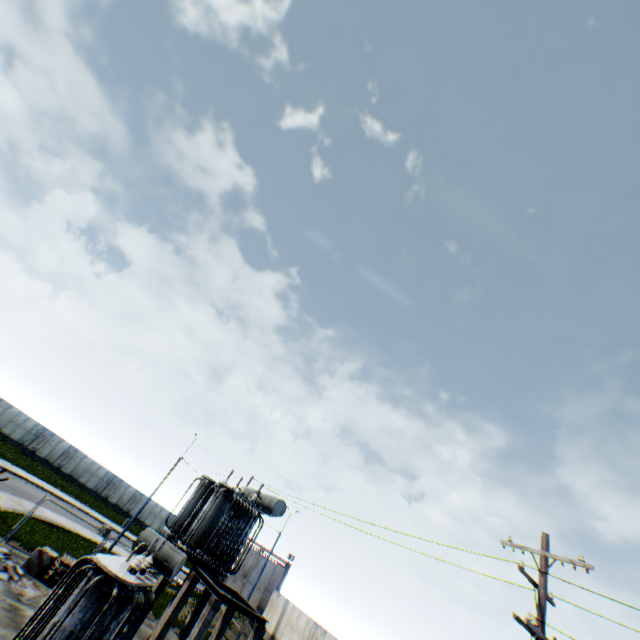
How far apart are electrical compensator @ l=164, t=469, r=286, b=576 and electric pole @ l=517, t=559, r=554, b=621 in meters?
10.0 m

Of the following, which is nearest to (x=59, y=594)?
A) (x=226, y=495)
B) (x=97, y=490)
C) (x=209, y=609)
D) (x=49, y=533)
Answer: (x=209, y=609)

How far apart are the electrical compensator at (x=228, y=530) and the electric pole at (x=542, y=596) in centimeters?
1001cm

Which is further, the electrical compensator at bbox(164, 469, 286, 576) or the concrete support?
the electrical compensator at bbox(164, 469, 286, 576)

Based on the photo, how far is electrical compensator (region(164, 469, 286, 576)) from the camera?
13.92m

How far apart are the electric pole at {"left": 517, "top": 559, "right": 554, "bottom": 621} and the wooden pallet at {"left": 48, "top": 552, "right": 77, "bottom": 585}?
16.7 meters

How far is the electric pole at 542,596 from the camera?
8.6m

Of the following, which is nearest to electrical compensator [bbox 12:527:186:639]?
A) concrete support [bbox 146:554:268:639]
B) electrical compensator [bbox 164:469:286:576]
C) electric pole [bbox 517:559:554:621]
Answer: concrete support [bbox 146:554:268:639]
